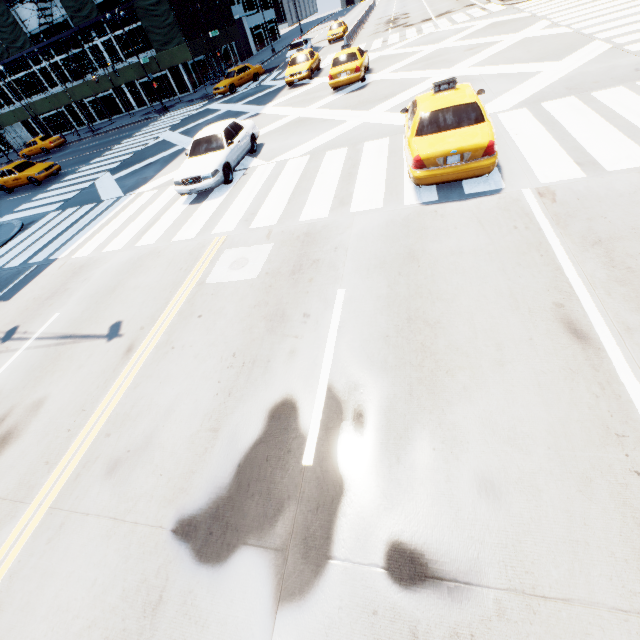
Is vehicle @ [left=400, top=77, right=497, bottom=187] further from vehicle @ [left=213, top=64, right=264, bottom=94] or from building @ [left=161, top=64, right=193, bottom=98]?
building @ [left=161, top=64, right=193, bottom=98]

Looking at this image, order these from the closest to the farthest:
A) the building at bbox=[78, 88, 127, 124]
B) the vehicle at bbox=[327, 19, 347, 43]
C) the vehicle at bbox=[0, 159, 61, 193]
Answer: the vehicle at bbox=[0, 159, 61, 193]
the vehicle at bbox=[327, 19, 347, 43]
the building at bbox=[78, 88, 127, 124]

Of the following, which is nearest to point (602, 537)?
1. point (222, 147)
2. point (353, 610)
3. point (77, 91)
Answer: point (353, 610)

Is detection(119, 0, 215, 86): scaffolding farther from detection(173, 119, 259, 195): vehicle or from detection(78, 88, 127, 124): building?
detection(173, 119, 259, 195): vehicle

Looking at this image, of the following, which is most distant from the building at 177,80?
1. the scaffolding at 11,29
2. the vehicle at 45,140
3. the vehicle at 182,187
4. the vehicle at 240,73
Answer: the vehicle at 182,187

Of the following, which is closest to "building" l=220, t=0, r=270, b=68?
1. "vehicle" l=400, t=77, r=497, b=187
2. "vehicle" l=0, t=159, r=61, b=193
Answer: "vehicle" l=0, t=159, r=61, b=193

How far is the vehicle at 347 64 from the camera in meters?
16.4 m

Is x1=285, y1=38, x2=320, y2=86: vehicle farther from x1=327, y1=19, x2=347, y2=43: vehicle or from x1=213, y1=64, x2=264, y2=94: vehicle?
x1=327, y1=19, x2=347, y2=43: vehicle
